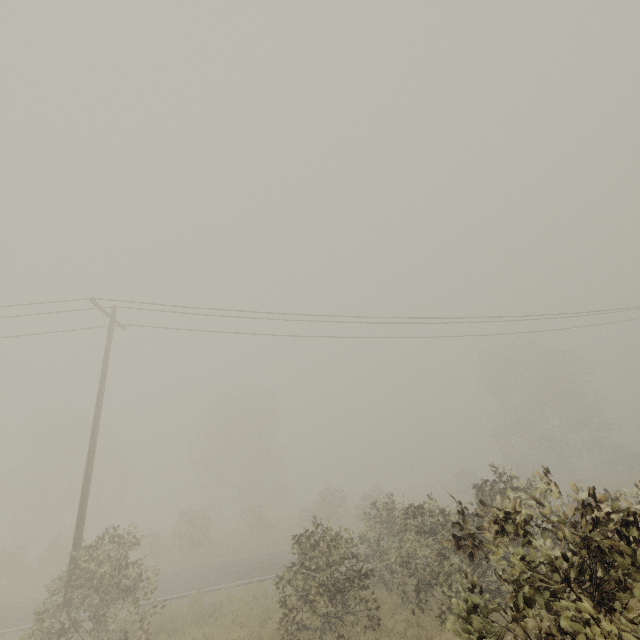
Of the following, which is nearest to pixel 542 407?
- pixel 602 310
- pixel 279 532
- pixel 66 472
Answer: pixel 602 310
